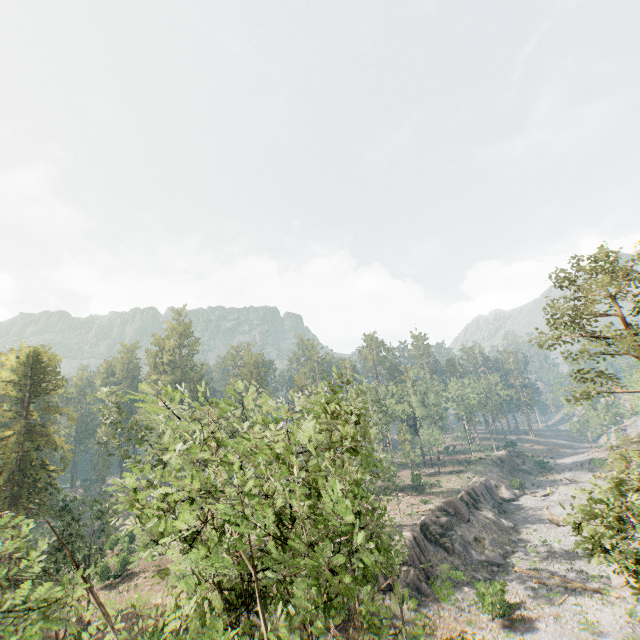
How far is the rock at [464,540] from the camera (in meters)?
31.73

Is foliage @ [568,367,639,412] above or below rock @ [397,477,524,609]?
above

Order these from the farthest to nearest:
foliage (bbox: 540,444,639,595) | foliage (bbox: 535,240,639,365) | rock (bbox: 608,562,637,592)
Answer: rock (bbox: 608,562,637,592)
foliage (bbox: 535,240,639,365)
foliage (bbox: 540,444,639,595)

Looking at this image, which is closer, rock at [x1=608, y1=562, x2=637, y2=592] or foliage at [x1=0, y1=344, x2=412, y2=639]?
foliage at [x1=0, y1=344, x2=412, y2=639]

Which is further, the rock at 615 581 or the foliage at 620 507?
the rock at 615 581

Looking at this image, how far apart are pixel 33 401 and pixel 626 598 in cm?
6240
